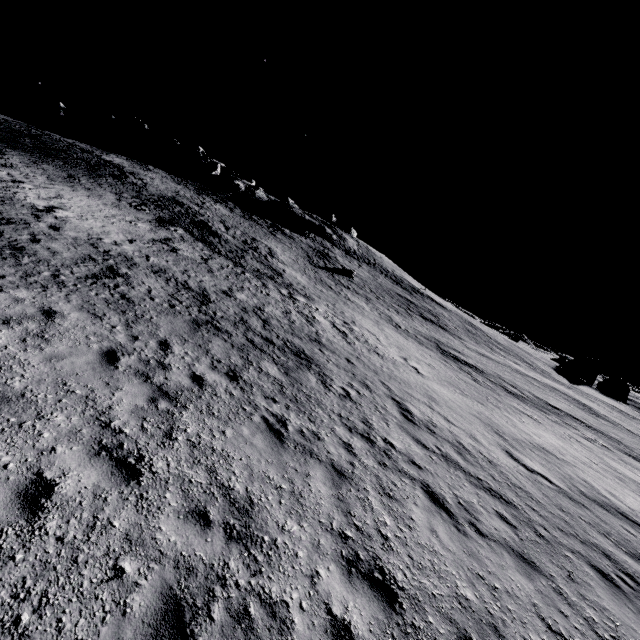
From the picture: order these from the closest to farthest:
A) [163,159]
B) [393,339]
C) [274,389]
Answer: [274,389], [393,339], [163,159]
